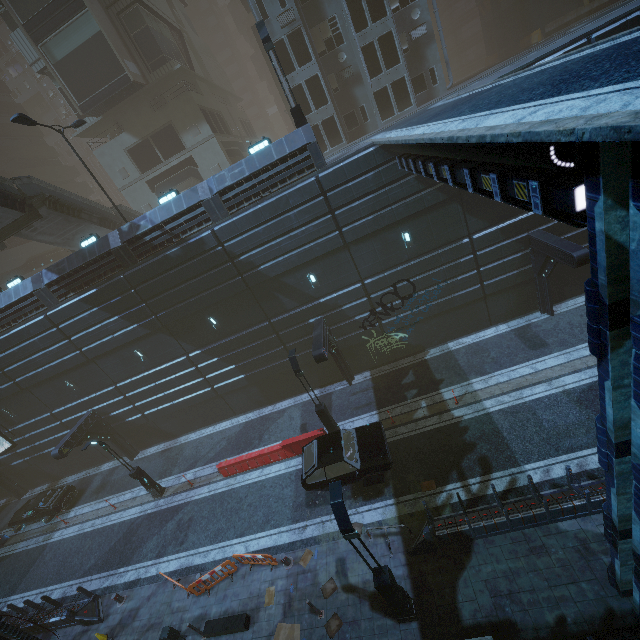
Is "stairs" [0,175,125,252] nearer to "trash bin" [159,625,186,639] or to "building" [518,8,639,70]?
"building" [518,8,639,70]

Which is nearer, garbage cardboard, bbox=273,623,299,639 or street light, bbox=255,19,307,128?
garbage cardboard, bbox=273,623,299,639

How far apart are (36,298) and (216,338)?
10.8 meters

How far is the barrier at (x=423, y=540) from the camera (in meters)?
10.71

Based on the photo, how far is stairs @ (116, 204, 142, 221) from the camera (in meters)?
27.08

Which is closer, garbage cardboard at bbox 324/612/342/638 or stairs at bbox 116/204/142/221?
garbage cardboard at bbox 324/612/342/638

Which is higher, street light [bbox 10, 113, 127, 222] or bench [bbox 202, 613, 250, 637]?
street light [bbox 10, 113, 127, 222]

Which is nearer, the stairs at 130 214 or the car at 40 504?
the car at 40 504
